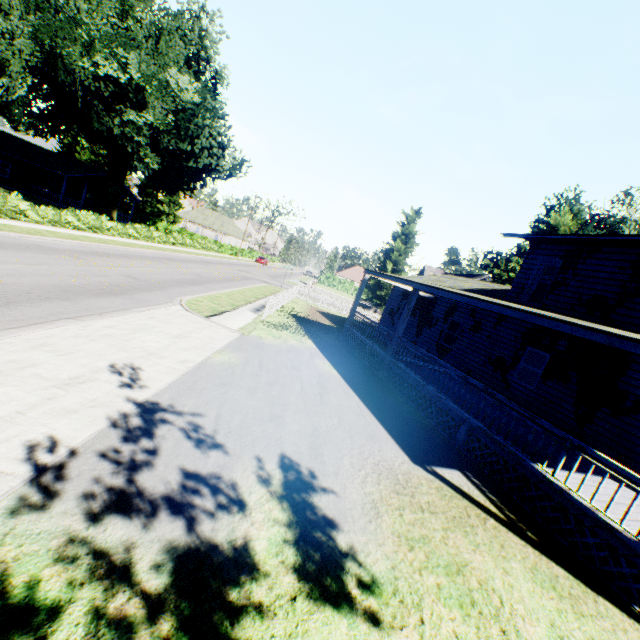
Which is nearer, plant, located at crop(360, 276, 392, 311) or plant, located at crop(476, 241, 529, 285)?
plant, located at crop(476, 241, 529, 285)

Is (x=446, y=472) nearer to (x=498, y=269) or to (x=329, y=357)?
(x=329, y=357)

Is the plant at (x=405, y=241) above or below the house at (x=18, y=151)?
above

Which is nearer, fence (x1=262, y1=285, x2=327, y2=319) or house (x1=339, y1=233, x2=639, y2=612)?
house (x1=339, y1=233, x2=639, y2=612)

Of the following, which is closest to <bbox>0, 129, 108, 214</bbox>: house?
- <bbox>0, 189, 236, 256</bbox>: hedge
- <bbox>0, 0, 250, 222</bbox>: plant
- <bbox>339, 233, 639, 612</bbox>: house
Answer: <bbox>0, 0, 250, 222</bbox>: plant

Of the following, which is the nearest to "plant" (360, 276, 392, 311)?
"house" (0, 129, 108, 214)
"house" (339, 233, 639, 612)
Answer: "house" (339, 233, 639, 612)

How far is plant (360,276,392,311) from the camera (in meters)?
45.50

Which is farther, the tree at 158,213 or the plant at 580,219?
the tree at 158,213
